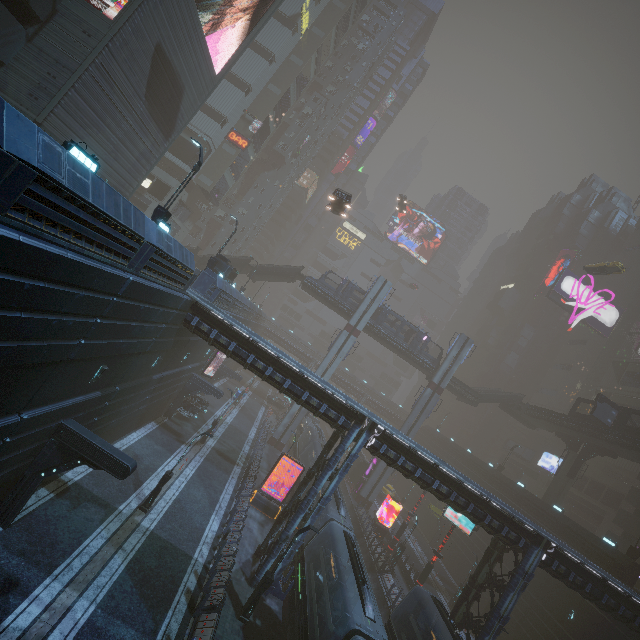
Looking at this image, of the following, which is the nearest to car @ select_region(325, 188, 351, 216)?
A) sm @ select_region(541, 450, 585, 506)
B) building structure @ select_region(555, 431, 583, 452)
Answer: building structure @ select_region(555, 431, 583, 452)

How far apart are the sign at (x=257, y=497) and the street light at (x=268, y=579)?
9.6m

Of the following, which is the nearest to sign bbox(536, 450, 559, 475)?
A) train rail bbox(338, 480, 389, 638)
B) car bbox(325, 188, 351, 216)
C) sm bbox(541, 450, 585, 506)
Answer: sm bbox(541, 450, 585, 506)

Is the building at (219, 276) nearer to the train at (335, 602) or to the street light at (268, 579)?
the train at (335, 602)

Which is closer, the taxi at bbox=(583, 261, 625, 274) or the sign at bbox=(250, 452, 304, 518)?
the sign at bbox=(250, 452, 304, 518)

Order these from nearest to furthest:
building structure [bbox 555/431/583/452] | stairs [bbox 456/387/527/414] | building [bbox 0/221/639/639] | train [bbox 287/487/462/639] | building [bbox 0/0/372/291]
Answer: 1. building [bbox 0/0/372/291]
2. building [bbox 0/221/639/639]
3. train [bbox 287/487/462/639]
4. building structure [bbox 555/431/583/452]
5. stairs [bbox 456/387/527/414]

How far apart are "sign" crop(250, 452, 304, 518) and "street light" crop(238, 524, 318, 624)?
9.6 meters

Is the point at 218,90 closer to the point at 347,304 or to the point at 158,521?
the point at 347,304
